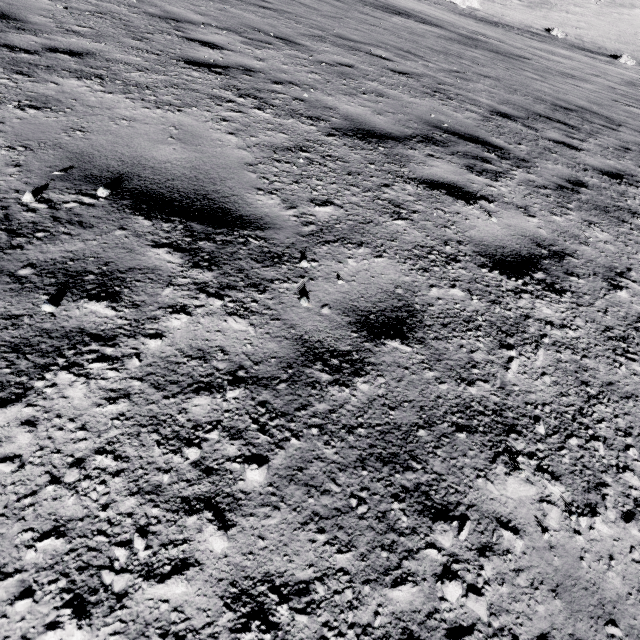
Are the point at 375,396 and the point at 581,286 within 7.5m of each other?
yes
